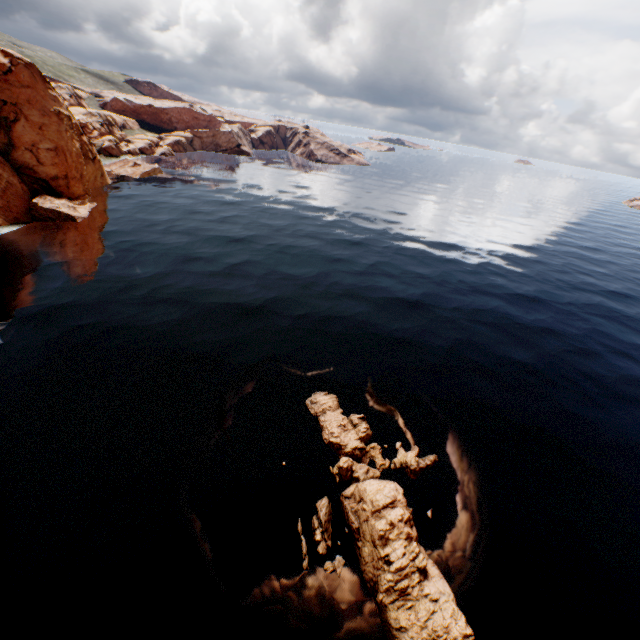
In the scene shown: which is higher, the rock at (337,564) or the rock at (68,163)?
the rock at (68,163)

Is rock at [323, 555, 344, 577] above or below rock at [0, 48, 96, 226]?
below

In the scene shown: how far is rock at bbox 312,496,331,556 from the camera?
16.4 meters

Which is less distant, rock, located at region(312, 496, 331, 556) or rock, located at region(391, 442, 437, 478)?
rock, located at region(312, 496, 331, 556)

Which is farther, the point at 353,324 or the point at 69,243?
the point at 69,243

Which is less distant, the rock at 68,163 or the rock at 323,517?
the rock at 323,517
